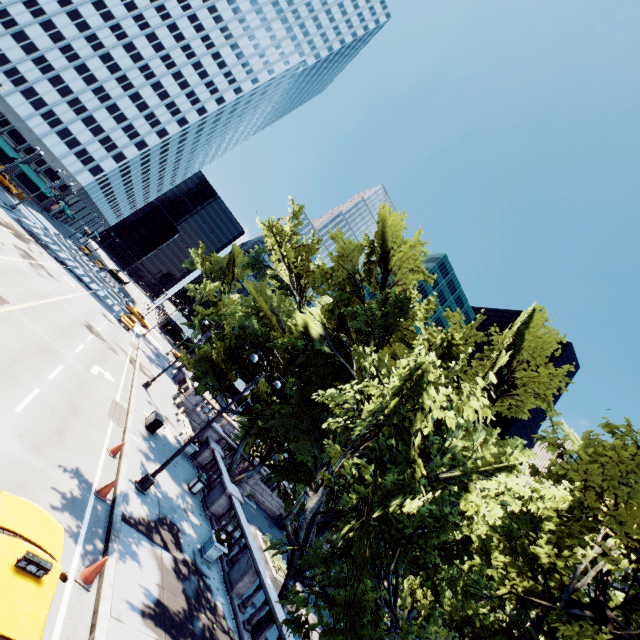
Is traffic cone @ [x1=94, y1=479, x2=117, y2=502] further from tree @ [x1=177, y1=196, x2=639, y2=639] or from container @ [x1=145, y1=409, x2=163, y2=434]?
container @ [x1=145, y1=409, x2=163, y2=434]

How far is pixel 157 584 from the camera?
10.0m

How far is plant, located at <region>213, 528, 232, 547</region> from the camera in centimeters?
1355cm

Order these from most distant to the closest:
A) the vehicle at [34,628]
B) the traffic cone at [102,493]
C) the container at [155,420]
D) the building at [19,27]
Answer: the building at [19,27]
the container at [155,420]
the traffic cone at [102,493]
the vehicle at [34,628]

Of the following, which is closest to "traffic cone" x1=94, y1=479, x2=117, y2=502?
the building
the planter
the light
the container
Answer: the light

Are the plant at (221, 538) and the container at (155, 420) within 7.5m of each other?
no

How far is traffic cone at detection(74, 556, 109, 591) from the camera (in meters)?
8.02

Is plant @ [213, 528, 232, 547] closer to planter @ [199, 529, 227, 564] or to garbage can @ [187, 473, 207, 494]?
planter @ [199, 529, 227, 564]
